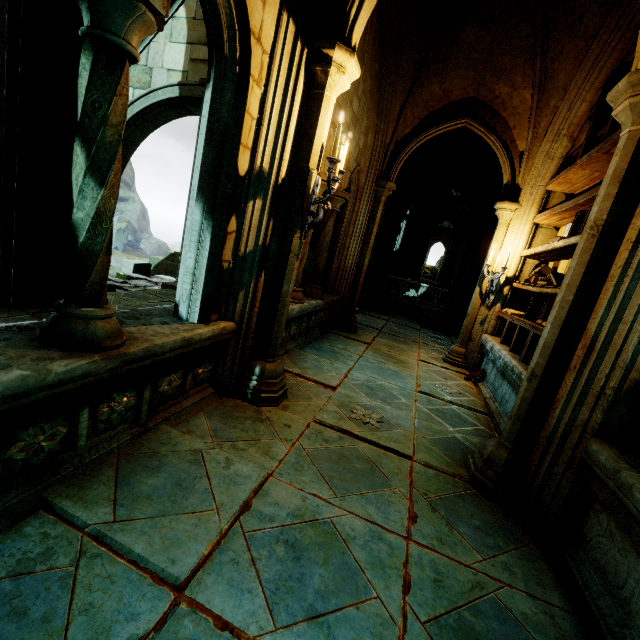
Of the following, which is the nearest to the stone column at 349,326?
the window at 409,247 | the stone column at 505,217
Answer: the stone column at 505,217

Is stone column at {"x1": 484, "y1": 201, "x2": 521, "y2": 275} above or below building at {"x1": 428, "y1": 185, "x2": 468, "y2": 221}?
below

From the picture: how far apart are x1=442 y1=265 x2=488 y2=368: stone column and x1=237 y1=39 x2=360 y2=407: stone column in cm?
408

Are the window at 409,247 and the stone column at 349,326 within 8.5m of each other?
no

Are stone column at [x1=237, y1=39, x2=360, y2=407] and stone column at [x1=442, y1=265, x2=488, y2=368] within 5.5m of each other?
yes

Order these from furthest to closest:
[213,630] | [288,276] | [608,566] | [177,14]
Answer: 1. [177,14]
2. [288,276]
3. [608,566]
4. [213,630]

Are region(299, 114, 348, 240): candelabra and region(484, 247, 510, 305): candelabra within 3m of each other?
no

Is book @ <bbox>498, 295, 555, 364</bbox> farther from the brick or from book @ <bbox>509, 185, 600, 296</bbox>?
the brick
